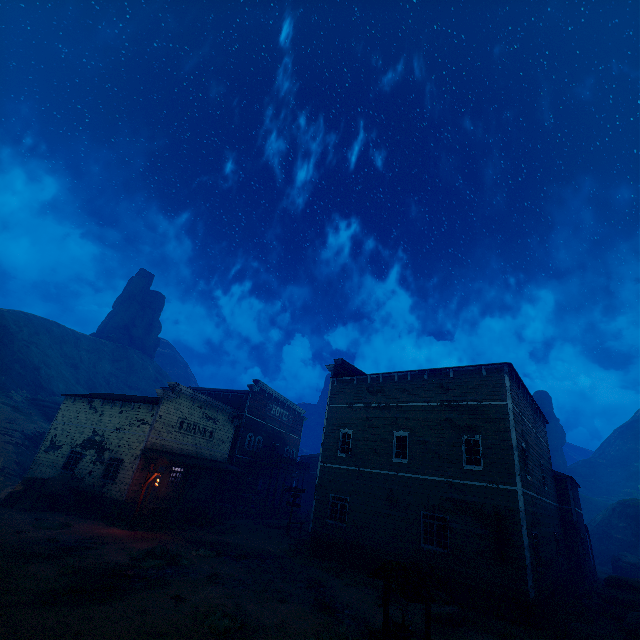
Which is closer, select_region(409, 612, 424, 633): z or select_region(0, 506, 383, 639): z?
select_region(0, 506, 383, 639): z

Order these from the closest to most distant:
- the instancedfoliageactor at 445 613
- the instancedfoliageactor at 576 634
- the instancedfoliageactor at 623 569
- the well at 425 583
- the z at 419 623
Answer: the well at 425 583 → the z at 419 623 → the instancedfoliageactor at 445 613 → the instancedfoliageactor at 576 634 → the instancedfoliageactor at 623 569

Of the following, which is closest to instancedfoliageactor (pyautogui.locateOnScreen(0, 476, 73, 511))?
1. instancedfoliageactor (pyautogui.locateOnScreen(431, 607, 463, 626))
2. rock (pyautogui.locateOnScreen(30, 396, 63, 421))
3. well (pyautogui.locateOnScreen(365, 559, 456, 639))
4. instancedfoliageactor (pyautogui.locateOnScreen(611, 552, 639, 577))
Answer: instancedfoliageactor (pyautogui.locateOnScreen(431, 607, 463, 626))

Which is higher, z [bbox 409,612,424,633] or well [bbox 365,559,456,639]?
well [bbox 365,559,456,639]

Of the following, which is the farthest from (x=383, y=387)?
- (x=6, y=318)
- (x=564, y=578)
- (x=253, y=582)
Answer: (x=6, y=318)

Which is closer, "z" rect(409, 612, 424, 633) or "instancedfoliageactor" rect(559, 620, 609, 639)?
"z" rect(409, 612, 424, 633)

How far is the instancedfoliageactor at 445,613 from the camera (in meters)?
11.70

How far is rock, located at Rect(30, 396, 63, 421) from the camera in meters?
44.1
